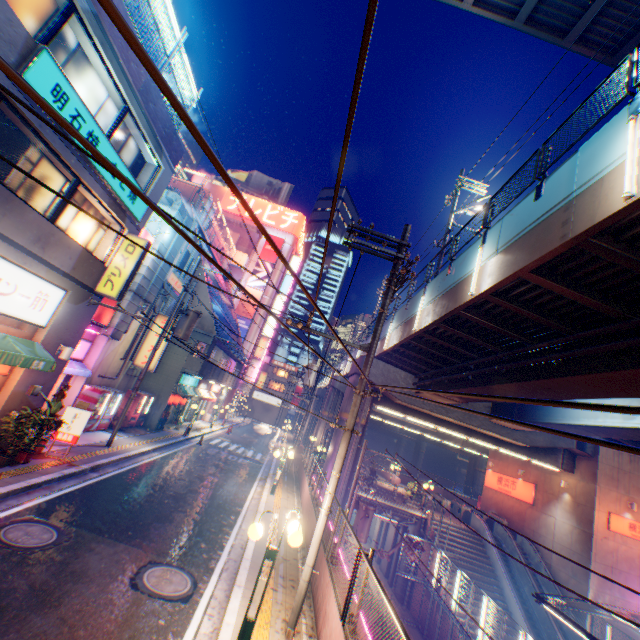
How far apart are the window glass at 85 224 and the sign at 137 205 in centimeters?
66cm

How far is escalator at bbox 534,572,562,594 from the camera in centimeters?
2108cm

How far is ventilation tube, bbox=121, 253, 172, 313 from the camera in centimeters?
1619cm

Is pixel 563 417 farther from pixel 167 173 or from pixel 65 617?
pixel 167 173

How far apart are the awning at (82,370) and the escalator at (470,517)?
28.9 meters

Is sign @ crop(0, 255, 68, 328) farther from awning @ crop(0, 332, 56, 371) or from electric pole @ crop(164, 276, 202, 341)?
electric pole @ crop(164, 276, 202, 341)

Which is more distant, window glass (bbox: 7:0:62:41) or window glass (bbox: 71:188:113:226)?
window glass (bbox: 71:188:113:226)

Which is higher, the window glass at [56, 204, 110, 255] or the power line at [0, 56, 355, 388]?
the window glass at [56, 204, 110, 255]
